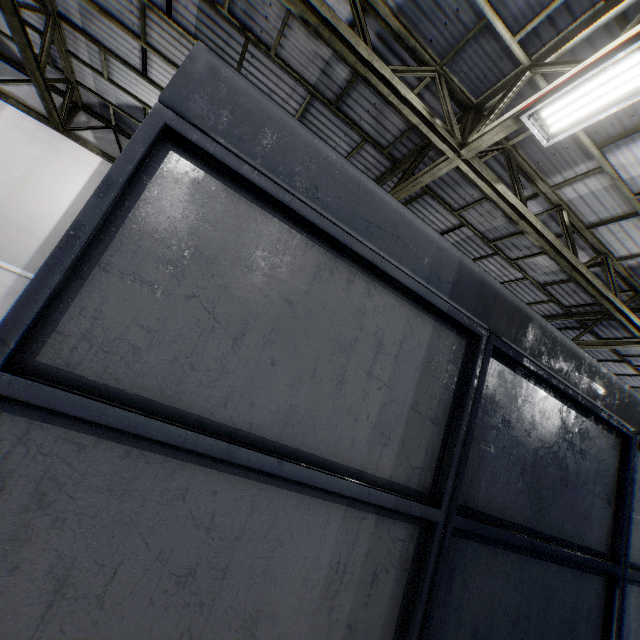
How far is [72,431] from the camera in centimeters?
102cm
